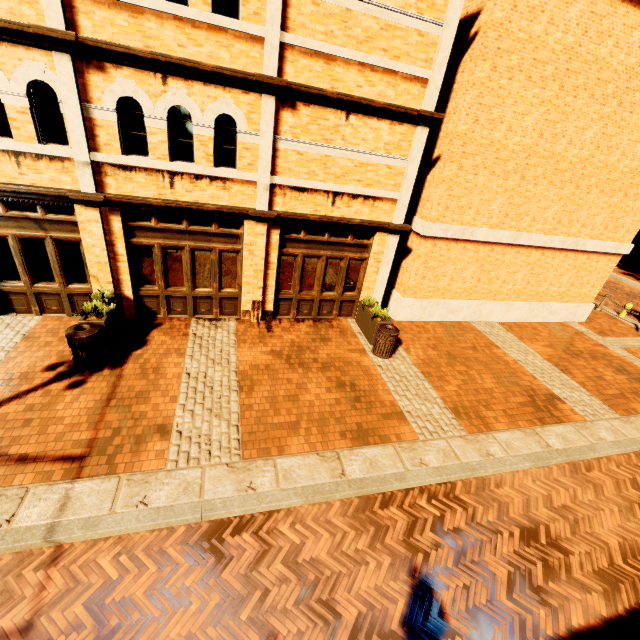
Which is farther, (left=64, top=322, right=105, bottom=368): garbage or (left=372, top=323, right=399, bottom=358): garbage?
(left=372, top=323, right=399, bottom=358): garbage

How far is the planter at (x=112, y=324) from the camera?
7.41m

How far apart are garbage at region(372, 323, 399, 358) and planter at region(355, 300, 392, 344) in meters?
0.1 m

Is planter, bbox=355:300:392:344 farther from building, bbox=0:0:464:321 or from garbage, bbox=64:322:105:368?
garbage, bbox=64:322:105:368

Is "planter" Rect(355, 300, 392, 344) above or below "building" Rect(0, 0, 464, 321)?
below

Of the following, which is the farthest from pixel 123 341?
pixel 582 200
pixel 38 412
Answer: pixel 582 200

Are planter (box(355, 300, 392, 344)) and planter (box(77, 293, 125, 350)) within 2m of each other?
no

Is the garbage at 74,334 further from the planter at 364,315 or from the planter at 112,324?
the planter at 364,315
